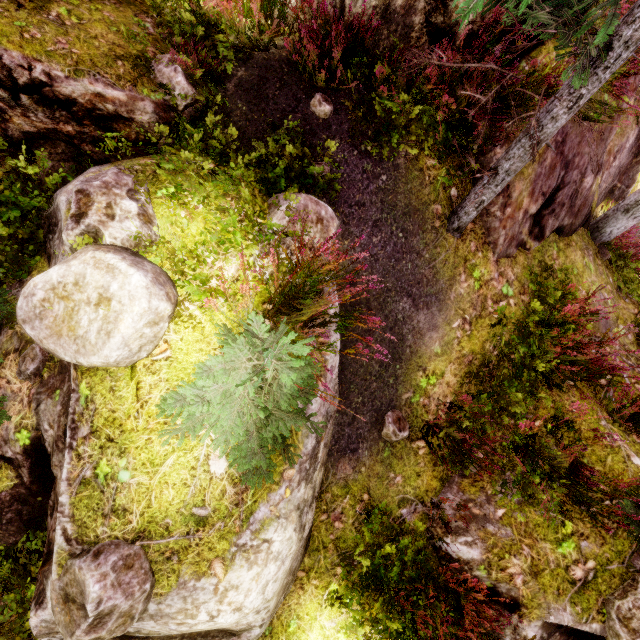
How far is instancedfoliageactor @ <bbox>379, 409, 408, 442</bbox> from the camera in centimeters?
466cm

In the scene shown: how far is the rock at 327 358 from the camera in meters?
3.5

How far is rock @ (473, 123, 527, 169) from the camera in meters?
4.7 m

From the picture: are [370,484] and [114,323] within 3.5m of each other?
no

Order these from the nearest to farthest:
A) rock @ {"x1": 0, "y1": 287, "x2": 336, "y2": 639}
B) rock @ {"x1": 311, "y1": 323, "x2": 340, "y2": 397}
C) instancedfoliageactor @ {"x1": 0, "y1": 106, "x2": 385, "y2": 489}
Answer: instancedfoliageactor @ {"x1": 0, "y1": 106, "x2": 385, "y2": 489}
rock @ {"x1": 0, "y1": 287, "x2": 336, "y2": 639}
rock @ {"x1": 311, "y1": 323, "x2": 340, "y2": 397}

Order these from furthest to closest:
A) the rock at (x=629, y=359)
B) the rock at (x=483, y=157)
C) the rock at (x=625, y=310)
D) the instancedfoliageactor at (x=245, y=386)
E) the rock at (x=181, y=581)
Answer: the rock at (x=625, y=310)
the rock at (x=629, y=359)
the rock at (x=483, y=157)
the rock at (x=181, y=581)
the instancedfoliageactor at (x=245, y=386)

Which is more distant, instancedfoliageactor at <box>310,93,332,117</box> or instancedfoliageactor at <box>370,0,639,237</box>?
instancedfoliageactor at <box>310,93,332,117</box>
